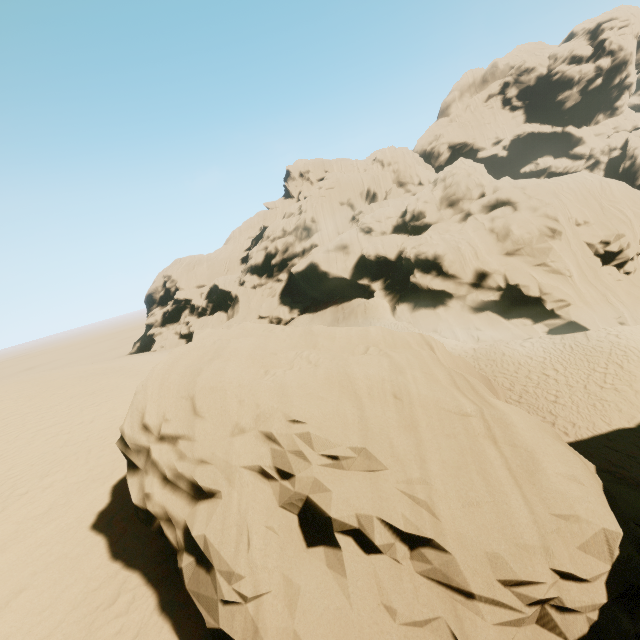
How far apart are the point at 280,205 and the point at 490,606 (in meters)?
59.22
